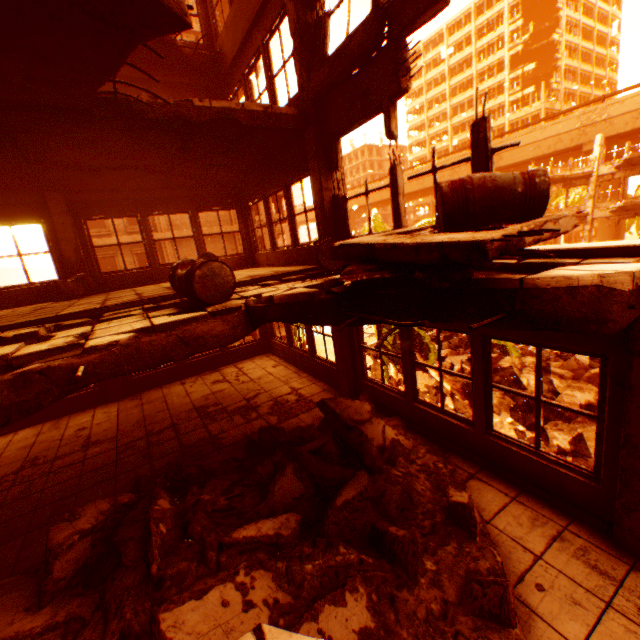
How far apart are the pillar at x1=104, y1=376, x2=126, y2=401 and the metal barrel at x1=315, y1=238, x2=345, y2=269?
6.28m

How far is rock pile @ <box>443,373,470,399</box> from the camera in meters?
18.3

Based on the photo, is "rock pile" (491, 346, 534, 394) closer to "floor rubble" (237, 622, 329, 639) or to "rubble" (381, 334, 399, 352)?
"rubble" (381, 334, 399, 352)

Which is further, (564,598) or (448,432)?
(448,432)

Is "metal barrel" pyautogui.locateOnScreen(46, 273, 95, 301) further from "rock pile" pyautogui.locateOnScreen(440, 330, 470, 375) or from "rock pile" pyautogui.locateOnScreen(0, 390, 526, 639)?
"rock pile" pyautogui.locateOnScreen(440, 330, 470, 375)

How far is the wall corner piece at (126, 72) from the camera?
8.3m

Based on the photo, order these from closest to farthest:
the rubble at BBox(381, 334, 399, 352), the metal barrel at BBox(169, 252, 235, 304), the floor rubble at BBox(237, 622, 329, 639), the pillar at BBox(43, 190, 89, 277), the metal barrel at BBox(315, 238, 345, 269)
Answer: the floor rubble at BBox(237, 622, 329, 639) → the metal barrel at BBox(169, 252, 235, 304) → the metal barrel at BBox(315, 238, 345, 269) → the pillar at BBox(43, 190, 89, 277) → the rubble at BBox(381, 334, 399, 352)

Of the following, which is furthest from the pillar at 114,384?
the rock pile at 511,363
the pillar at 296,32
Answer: the rock pile at 511,363
